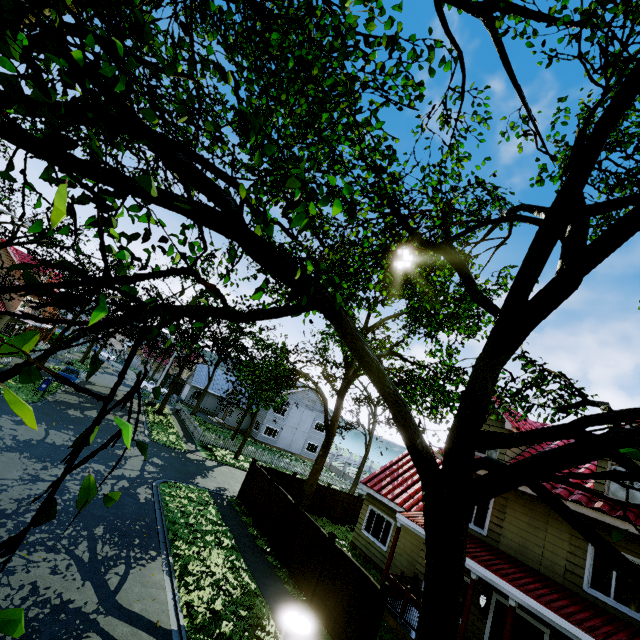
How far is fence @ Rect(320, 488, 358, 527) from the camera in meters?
21.0

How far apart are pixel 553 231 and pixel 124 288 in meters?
6.1

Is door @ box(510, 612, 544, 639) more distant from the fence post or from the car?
the car

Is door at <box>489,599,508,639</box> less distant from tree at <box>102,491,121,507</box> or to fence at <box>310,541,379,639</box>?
tree at <box>102,491,121,507</box>

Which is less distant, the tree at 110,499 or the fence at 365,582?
the tree at 110,499

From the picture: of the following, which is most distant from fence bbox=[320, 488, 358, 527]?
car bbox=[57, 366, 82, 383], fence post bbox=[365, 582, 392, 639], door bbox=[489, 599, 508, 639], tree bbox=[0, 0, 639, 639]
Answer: door bbox=[489, 599, 508, 639]

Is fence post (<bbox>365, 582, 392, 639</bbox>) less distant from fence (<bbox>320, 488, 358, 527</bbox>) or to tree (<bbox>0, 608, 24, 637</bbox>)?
fence (<bbox>320, 488, 358, 527</bbox>)

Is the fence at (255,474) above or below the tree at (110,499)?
below
